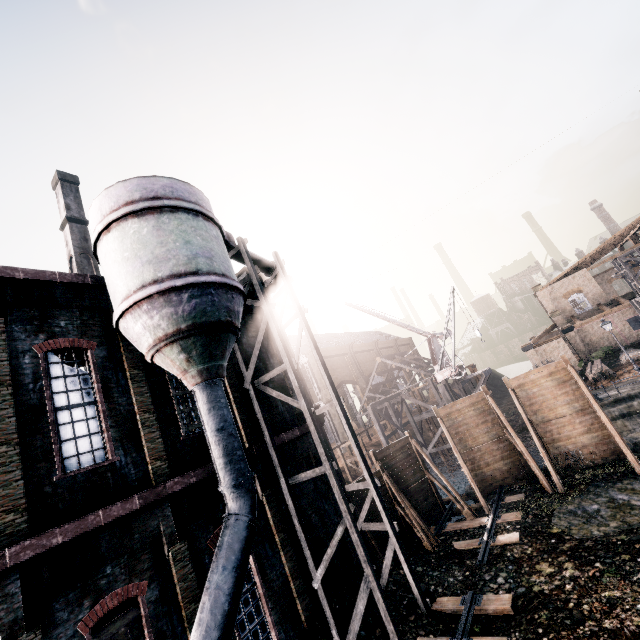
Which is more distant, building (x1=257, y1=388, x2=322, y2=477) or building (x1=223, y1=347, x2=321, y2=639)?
building (x1=257, y1=388, x2=322, y2=477)

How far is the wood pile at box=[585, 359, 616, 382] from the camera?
31.16m

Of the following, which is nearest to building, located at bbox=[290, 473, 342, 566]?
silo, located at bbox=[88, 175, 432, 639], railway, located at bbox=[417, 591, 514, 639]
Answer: silo, located at bbox=[88, 175, 432, 639]

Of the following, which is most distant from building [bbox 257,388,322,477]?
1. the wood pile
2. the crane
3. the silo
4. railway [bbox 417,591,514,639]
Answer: the wood pile

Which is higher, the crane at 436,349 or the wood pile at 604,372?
the crane at 436,349

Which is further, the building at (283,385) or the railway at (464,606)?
the building at (283,385)

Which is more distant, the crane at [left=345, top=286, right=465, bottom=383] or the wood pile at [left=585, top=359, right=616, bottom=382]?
the wood pile at [left=585, top=359, right=616, bottom=382]

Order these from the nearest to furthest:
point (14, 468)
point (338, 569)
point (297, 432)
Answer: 1. point (14, 468)
2. point (338, 569)
3. point (297, 432)
